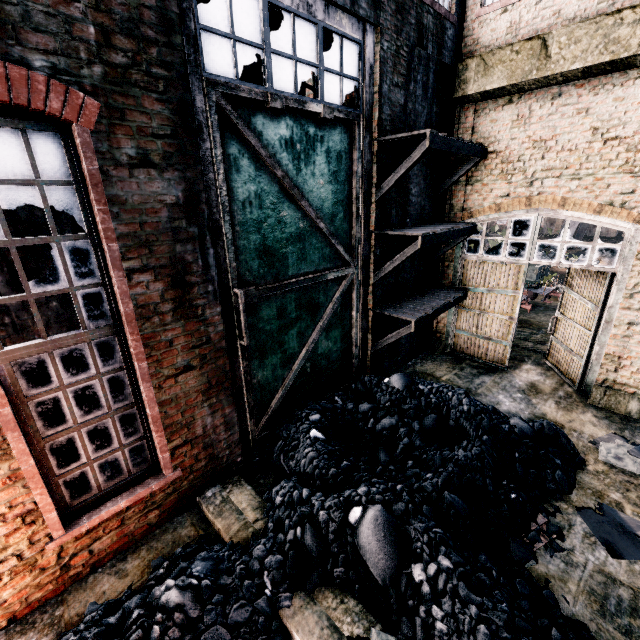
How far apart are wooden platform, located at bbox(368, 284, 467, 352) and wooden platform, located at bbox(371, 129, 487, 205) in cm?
275

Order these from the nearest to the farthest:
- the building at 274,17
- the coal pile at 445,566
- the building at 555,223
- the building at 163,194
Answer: the building at 163,194 → the coal pile at 445,566 → the building at 274,17 → the building at 555,223

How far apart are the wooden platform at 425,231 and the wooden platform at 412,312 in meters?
0.6 m

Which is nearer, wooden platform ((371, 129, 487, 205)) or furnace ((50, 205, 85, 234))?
furnace ((50, 205, 85, 234))

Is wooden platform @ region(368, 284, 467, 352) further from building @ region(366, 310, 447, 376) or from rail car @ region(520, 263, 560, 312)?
rail car @ region(520, 263, 560, 312)

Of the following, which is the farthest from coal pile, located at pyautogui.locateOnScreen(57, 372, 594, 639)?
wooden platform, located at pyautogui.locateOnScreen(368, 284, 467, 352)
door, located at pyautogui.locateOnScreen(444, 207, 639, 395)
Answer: door, located at pyautogui.locateOnScreen(444, 207, 639, 395)

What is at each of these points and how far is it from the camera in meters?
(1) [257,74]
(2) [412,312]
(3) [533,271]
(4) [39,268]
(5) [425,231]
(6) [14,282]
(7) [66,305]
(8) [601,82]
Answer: (1) building, 5.7 m
(2) wooden platform, 8.7 m
(3) rail car, 17.2 m
(4) furnace, 5.7 m
(5) wooden platform, 7.8 m
(6) furnace, 5.5 m
(7) furnace, 6.1 m
(8) building, 7.5 m

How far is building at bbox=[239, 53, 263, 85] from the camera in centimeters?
578cm
